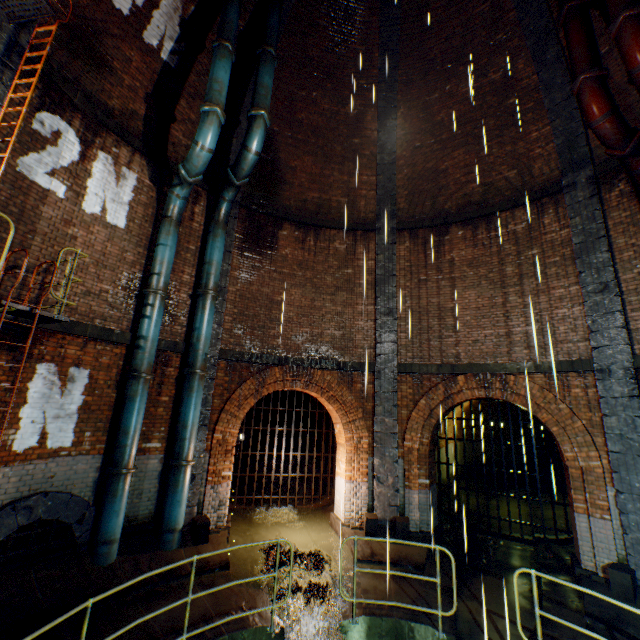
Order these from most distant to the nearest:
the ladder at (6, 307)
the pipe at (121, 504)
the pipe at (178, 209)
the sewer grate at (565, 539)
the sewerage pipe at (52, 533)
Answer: the sewer grate at (565, 539)
the pipe at (178, 209)
the pipe at (121, 504)
the sewerage pipe at (52, 533)
the ladder at (6, 307)

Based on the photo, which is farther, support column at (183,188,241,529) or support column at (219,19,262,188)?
support column at (219,19,262,188)

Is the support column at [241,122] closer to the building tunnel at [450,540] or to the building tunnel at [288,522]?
the building tunnel at [288,522]

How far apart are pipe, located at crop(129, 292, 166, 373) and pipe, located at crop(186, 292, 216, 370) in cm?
78

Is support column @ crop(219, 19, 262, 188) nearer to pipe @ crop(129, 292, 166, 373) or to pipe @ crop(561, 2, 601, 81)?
pipe @ crop(129, 292, 166, 373)

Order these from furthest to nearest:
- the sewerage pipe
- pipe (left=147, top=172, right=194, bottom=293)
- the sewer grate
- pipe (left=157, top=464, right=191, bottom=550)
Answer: the sewer grate < pipe (left=147, top=172, right=194, bottom=293) < pipe (left=157, top=464, right=191, bottom=550) < the sewerage pipe

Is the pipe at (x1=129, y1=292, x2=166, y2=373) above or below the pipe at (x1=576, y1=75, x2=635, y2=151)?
below

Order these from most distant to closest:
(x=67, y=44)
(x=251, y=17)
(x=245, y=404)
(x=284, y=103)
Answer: (x=284, y=103) < (x=251, y=17) < (x=245, y=404) < (x=67, y=44)
